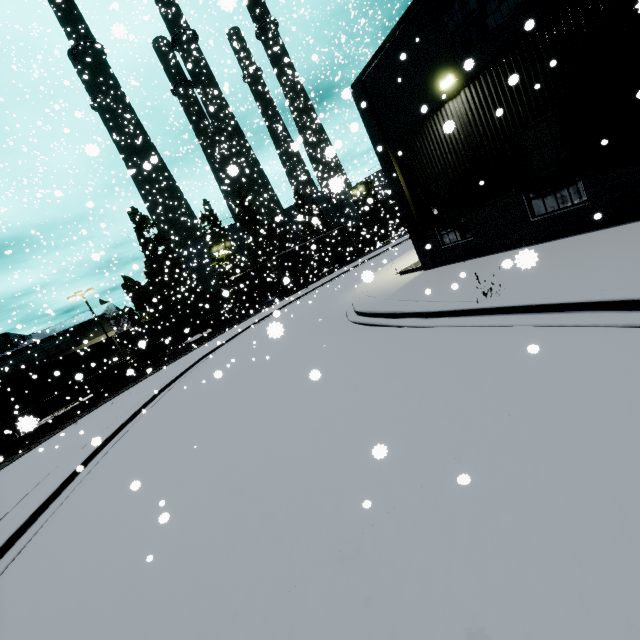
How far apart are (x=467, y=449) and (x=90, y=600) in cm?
524

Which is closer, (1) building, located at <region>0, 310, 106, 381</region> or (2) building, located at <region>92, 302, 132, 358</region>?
(1) building, located at <region>0, 310, 106, 381</region>

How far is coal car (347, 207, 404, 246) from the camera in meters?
42.3 m

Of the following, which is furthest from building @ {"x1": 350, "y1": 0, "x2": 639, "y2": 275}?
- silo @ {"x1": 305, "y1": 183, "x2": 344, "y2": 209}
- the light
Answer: silo @ {"x1": 305, "y1": 183, "x2": 344, "y2": 209}

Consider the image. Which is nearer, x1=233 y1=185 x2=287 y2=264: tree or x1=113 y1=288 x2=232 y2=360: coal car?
x1=113 y1=288 x2=232 y2=360: coal car

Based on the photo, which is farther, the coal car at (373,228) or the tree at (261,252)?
the tree at (261,252)

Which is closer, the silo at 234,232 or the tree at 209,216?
the tree at 209,216

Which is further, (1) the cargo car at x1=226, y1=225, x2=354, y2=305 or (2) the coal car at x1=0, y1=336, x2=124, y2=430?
(1) the cargo car at x1=226, y1=225, x2=354, y2=305
